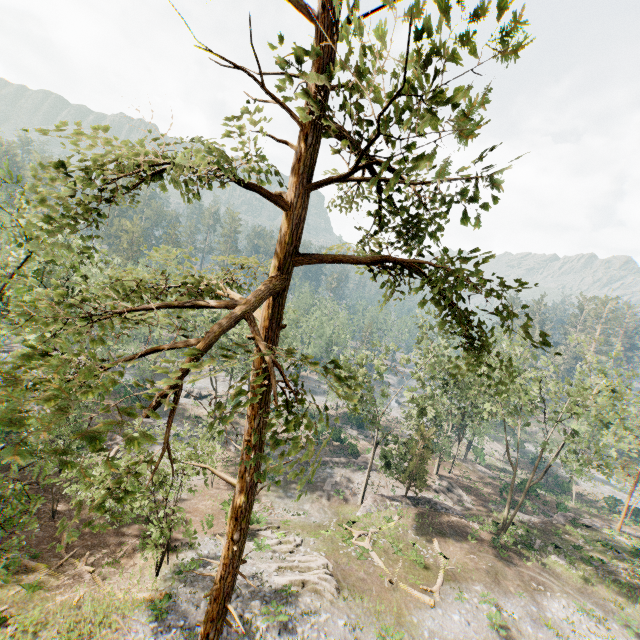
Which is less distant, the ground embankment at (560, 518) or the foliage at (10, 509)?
the foliage at (10, 509)

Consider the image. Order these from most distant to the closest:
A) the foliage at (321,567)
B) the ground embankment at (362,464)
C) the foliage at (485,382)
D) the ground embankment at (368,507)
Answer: the ground embankment at (362,464), the ground embankment at (368,507), the foliage at (321,567), the foliage at (485,382)

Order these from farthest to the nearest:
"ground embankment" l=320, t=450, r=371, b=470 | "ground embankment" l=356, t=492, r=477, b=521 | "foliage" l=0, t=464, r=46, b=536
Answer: "ground embankment" l=320, t=450, r=371, b=470 → "ground embankment" l=356, t=492, r=477, b=521 → "foliage" l=0, t=464, r=46, b=536

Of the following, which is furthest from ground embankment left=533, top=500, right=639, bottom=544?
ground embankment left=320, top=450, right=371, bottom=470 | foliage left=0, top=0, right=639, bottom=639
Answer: ground embankment left=320, top=450, right=371, bottom=470

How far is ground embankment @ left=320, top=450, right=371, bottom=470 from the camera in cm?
3984

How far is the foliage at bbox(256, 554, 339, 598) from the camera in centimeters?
1978cm

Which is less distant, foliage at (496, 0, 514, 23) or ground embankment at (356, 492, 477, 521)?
foliage at (496, 0, 514, 23)

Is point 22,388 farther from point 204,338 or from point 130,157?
point 130,157
